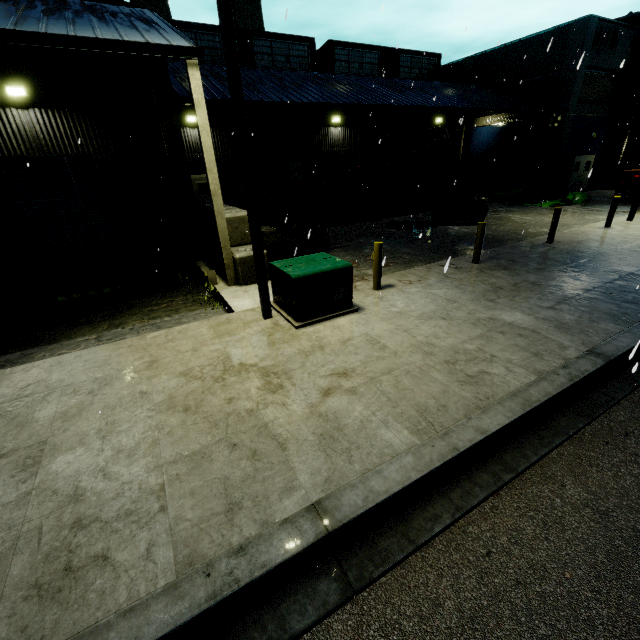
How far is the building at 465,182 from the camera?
24.4m

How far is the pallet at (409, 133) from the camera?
13.7 meters

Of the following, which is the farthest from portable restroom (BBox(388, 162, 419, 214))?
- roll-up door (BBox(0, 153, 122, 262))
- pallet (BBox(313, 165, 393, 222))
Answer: roll-up door (BBox(0, 153, 122, 262))

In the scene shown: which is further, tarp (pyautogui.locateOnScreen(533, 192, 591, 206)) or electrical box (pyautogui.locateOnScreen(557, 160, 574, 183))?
electrical box (pyautogui.locateOnScreen(557, 160, 574, 183))

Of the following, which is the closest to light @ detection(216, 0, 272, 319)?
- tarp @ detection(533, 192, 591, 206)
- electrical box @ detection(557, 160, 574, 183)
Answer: tarp @ detection(533, 192, 591, 206)

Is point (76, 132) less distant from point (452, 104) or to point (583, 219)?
point (452, 104)

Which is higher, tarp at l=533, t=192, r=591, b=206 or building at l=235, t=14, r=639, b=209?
building at l=235, t=14, r=639, b=209

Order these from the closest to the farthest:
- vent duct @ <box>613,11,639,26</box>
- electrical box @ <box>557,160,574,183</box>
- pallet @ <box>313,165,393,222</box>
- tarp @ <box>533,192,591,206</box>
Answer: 1. pallet @ <box>313,165,393,222</box>
2. tarp @ <box>533,192,591,206</box>
3. vent duct @ <box>613,11,639,26</box>
4. electrical box @ <box>557,160,574,183</box>
